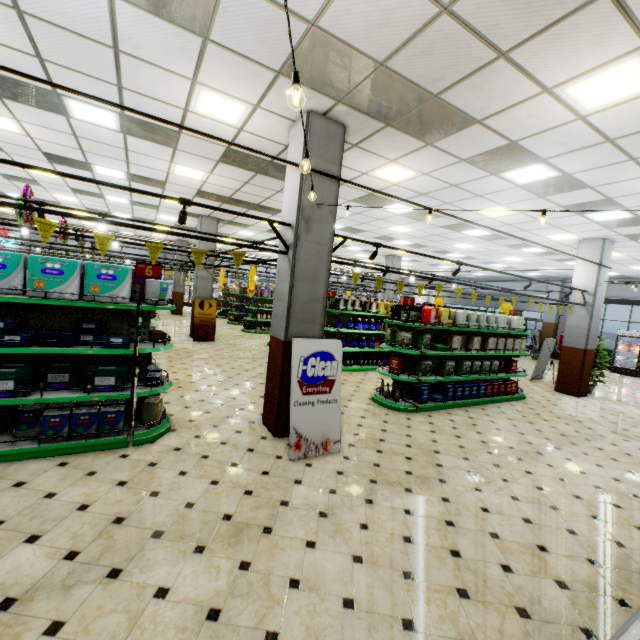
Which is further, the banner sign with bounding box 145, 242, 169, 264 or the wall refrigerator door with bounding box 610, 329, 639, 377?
the wall refrigerator door with bounding box 610, 329, 639, 377

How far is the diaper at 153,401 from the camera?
4.7 meters

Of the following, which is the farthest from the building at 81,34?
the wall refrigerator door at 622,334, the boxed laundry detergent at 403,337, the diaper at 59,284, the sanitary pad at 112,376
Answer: the diaper at 59,284

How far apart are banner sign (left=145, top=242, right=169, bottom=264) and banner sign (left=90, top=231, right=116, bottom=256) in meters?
0.4

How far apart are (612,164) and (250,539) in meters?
7.6

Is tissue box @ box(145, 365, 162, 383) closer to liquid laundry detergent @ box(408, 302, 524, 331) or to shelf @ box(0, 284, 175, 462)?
shelf @ box(0, 284, 175, 462)

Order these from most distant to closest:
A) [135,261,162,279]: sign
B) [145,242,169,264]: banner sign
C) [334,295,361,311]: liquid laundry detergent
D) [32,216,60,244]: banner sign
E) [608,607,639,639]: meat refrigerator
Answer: [334,295,361,311]: liquid laundry detergent
[135,261,162,279]: sign
[145,242,169,264]: banner sign
[32,216,60,244]: banner sign
[608,607,639,639]: meat refrigerator

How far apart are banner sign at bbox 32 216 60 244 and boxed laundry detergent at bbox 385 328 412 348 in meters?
6.0
